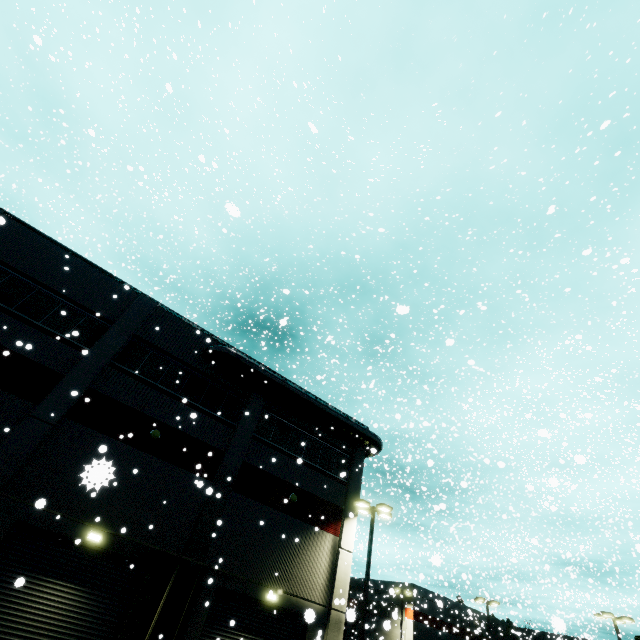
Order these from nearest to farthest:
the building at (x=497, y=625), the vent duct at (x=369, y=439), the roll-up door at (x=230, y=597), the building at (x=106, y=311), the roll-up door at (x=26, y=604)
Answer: the roll-up door at (x=26, y=604)
the building at (x=106, y=311)
the roll-up door at (x=230, y=597)
the vent duct at (x=369, y=439)
the building at (x=497, y=625)

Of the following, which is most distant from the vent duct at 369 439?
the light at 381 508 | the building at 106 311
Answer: the light at 381 508

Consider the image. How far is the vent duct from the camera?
17.9 meters

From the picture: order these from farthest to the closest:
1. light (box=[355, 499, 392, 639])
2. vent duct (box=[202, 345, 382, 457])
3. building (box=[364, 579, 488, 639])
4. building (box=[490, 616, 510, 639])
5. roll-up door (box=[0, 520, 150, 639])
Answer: building (box=[490, 616, 510, 639]), building (box=[364, 579, 488, 639]), vent duct (box=[202, 345, 382, 457]), light (box=[355, 499, 392, 639]), roll-up door (box=[0, 520, 150, 639])

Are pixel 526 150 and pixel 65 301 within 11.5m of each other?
no

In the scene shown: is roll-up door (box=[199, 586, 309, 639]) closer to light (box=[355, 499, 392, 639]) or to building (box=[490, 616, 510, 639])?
building (box=[490, 616, 510, 639])

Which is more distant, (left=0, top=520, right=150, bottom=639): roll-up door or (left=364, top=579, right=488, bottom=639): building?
(left=364, top=579, right=488, bottom=639): building

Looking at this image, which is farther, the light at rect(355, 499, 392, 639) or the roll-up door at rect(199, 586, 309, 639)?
the light at rect(355, 499, 392, 639)
